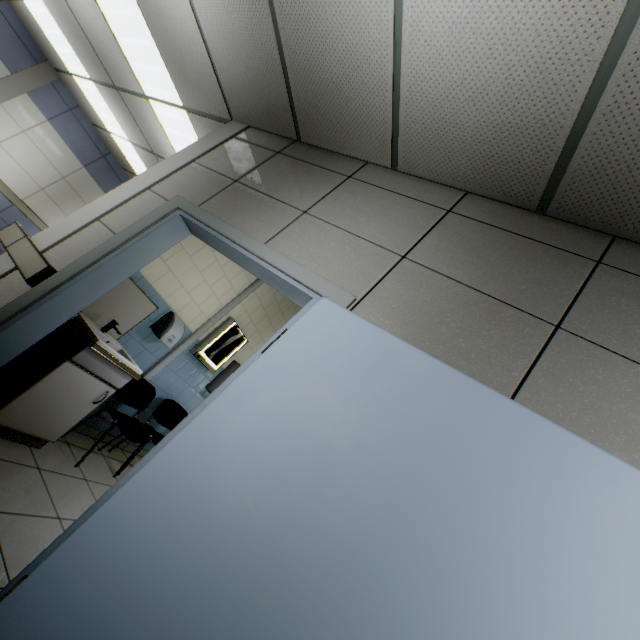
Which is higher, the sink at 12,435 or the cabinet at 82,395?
the cabinet at 82,395

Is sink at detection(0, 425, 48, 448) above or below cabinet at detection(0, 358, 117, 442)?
below

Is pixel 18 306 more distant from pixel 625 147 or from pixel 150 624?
pixel 625 147

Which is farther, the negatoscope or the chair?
the negatoscope

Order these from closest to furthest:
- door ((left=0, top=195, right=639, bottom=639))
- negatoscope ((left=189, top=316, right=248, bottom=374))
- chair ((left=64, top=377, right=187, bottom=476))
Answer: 1. door ((left=0, top=195, right=639, bottom=639))
2. chair ((left=64, top=377, right=187, bottom=476))
3. negatoscope ((left=189, top=316, right=248, bottom=374))

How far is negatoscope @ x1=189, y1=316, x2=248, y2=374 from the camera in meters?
4.2

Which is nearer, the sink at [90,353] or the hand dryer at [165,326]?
the sink at [90,353]

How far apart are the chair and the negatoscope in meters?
0.7 m
